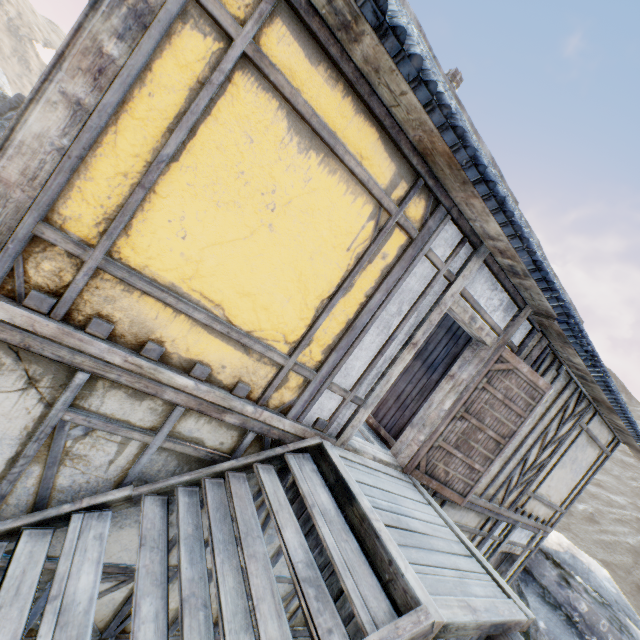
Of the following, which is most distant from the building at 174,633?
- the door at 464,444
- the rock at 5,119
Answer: the rock at 5,119

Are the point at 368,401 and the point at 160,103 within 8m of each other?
yes

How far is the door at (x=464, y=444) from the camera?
4.4 meters

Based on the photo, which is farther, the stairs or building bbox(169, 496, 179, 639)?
building bbox(169, 496, 179, 639)

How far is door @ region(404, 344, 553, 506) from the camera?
Answer: 4.38m

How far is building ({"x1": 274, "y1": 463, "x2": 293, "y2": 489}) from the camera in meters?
3.5 m

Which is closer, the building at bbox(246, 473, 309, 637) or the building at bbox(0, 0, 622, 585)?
the building at bbox(0, 0, 622, 585)

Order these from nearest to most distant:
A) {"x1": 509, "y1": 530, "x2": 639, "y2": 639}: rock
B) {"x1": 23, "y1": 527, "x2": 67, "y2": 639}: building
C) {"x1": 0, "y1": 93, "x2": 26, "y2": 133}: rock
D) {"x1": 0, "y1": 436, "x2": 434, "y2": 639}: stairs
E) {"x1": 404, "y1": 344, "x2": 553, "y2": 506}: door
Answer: {"x1": 0, "y1": 436, "x2": 434, "y2": 639}: stairs → {"x1": 23, "y1": 527, "x2": 67, "y2": 639}: building → {"x1": 404, "y1": 344, "x2": 553, "y2": 506}: door → {"x1": 509, "y1": 530, "x2": 639, "y2": 639}: rock → {"x1": 0, "y1": 93, "x2": 26, "y2": 133}: rock
